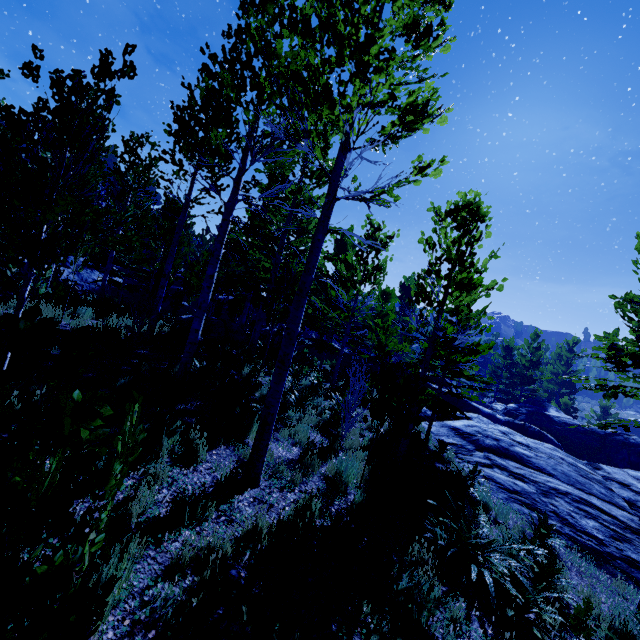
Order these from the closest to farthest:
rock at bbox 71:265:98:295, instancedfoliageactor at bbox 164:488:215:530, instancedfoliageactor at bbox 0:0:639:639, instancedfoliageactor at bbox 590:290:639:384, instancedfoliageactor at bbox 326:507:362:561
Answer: instancedfoliageactor at bbox 0:0:639:639
instancedfoliageactor at bbox 164:488:215:530
instancedfoliageactor at bbox 326:507:362:561
instancedfoliageactor at bbox 590:290:639:384
rock at bbox 71:265:98:295

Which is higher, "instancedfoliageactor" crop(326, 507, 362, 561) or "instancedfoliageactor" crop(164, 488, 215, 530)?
"instancedfoliageactor" crop(164, 488, 215, 530)

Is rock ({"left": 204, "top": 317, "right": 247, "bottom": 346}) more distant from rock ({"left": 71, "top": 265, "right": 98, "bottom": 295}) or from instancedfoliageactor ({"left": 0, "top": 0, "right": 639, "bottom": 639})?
rock ({"left": 71, "top": 265, "right": 98, "bottom": 295})

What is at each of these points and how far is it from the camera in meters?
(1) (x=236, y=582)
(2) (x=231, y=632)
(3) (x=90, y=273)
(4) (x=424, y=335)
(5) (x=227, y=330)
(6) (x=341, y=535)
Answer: (1) instancedfoliageactor, 3.3 m
(2) instancedfoliageactor, 2.8 m
(3) rock, 29.6 m
(4) instancedfoliageactor, 8.3 m
(5) rock, 14.9 m
(6) instancedfoliageactor, 4.5 m

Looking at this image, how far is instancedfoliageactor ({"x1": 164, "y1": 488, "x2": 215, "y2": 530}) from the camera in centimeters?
385cm

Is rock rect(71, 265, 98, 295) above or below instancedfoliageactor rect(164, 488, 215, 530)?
above

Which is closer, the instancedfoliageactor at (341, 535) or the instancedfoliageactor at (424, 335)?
the instancedfoliageactor at (424, 335)

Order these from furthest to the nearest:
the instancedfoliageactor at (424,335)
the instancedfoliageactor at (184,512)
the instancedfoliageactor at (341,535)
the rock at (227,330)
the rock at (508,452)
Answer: the rock at (227,330), the rock at (508,452), the instancedfoliageactor at (341,535), the instancedfoliageactor at (184,512), the instancedfoliageactor at (424,335)
